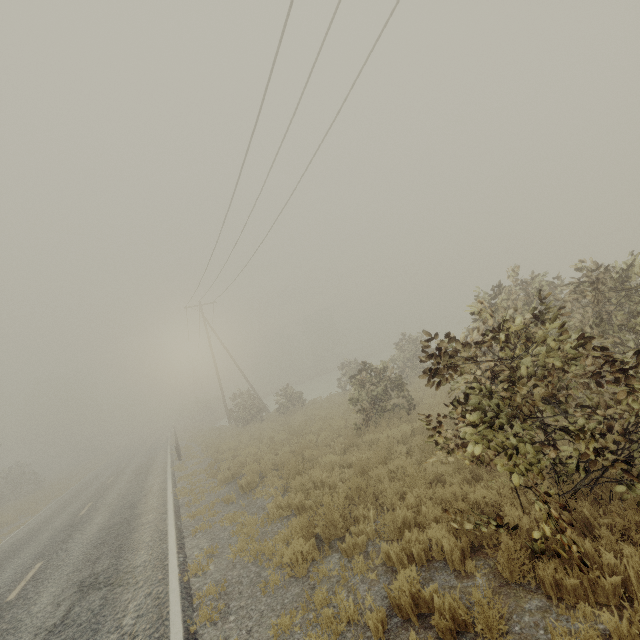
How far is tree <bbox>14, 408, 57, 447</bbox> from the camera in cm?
5694

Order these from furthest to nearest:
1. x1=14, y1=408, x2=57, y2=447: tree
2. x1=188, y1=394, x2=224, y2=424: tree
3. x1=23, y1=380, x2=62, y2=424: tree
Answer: x1=23, y1=380, x2=62, y2=424: tree, x1=14, y1=408, x2=57, y2=447: tree, x1=188, y1=394, x2=224, y2=424: tree

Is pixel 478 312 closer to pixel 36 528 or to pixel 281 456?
pixel 281 456

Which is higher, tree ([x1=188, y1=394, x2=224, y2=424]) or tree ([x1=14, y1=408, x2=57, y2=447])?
tree ([x1=14, y1=408, x2=57, y2=447])

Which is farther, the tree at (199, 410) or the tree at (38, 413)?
the tree at (38, 413)

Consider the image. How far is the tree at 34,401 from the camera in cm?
5759

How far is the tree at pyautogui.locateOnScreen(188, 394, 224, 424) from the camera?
48.50m
